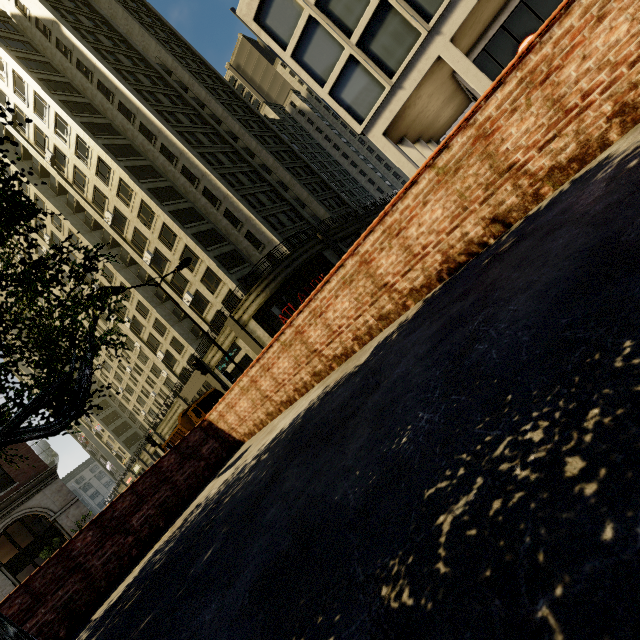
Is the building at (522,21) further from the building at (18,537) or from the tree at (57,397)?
the tree at (57,397)

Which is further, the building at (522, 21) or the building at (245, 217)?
the building at (245, 217)

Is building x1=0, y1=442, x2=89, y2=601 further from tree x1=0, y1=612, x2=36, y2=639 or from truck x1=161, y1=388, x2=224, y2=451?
truck x1=161, y1=388, x2=224, y2=451

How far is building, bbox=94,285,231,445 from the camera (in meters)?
34.72

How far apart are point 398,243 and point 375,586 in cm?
392

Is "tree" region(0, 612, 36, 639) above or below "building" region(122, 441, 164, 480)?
below

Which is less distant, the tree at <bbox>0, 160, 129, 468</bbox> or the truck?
the tree at <bbox>0, 160, 129, 468</bbox>

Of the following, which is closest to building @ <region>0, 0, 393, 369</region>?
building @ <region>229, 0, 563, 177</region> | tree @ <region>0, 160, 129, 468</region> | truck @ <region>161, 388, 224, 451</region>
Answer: tree @ <region>0, 160, 129, 468</region>
